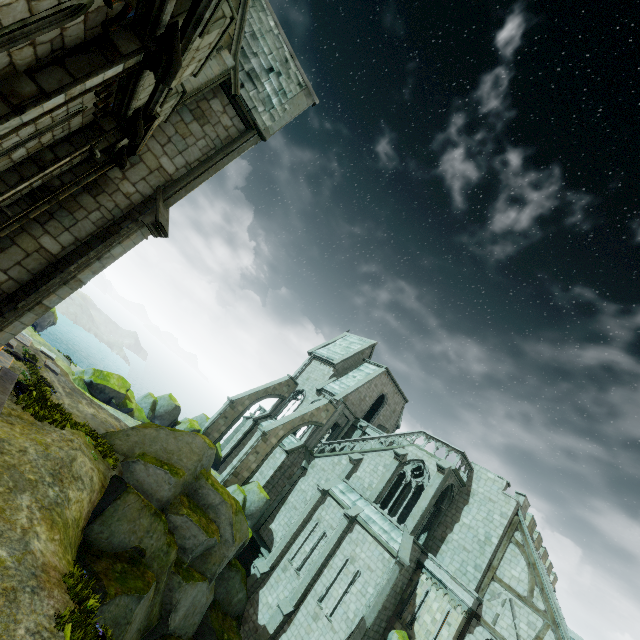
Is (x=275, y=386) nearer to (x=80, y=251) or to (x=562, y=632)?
(x=80, y=251)

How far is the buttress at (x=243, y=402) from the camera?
30.97m

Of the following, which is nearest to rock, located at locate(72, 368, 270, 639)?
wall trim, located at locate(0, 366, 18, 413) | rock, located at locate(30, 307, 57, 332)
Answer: wall trim, located at locate(0, 366, 18, 413)

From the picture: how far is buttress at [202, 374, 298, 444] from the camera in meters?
31.0 m

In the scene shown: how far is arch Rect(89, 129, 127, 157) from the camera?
7.19m

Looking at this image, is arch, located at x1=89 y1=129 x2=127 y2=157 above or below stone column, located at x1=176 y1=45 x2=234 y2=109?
below

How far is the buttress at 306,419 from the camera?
25.2m

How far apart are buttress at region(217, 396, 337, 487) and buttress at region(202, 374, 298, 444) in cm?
588
